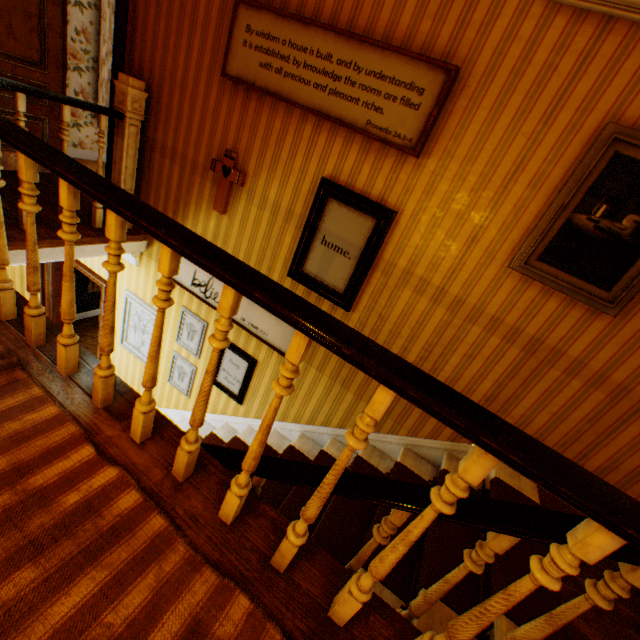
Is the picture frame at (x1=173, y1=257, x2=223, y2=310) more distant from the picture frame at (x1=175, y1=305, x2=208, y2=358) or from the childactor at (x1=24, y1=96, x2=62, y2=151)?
the childactor at (x1=24, y1=96, x2=62, y2=151)

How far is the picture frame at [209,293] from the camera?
3.81m

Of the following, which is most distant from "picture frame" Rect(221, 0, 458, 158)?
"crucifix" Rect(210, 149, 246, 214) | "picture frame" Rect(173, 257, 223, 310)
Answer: "picture frame" Rect(173, 257, 223, 310)

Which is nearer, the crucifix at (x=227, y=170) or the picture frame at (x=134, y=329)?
the crucifix at (x=227, y=170)

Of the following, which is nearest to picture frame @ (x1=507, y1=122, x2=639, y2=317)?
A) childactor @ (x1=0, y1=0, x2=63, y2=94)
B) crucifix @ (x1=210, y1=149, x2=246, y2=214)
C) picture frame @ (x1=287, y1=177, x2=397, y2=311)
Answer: picture frame @ (x1=287, y1=177, x2=397, y2=311)

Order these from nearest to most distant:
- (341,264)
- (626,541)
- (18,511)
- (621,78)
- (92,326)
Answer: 1. (626,541)
2. (18,511)
3. (621,78)
4. (341,264)
5. (92,326)

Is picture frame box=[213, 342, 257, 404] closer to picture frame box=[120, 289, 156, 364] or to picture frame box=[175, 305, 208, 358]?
picture frame box=[175, 305, 208, 358]
